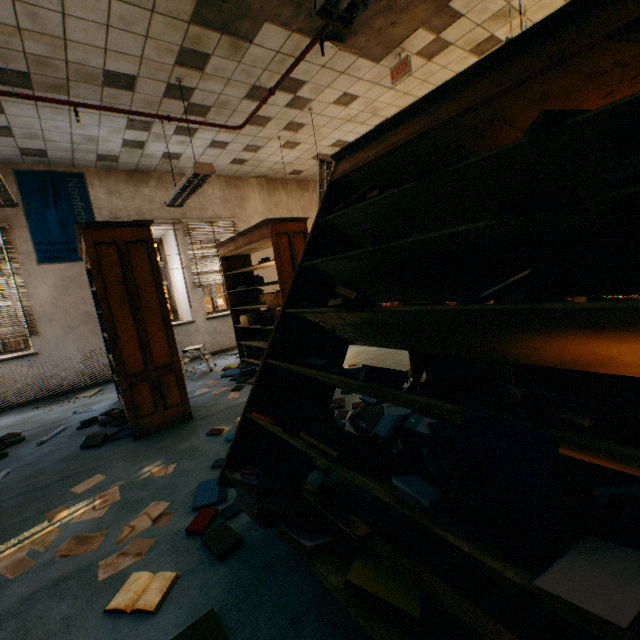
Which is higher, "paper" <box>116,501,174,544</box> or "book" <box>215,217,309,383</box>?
"book" <box>215,217,309,383</box>

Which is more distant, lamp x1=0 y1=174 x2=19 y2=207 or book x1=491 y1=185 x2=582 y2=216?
lamp x1=0 y1=174 x2=19 y2=207

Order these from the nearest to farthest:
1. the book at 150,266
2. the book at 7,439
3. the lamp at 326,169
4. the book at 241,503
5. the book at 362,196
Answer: the book at 241,503 → the book at 362,196 → the book at 150,266 → the book at 7,439 → the lamp at 326,169

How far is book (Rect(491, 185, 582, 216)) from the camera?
0.9m

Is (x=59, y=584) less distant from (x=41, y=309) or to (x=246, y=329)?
(x=246, y=329)

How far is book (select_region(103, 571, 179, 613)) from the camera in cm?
146

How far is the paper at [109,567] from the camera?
1.7m

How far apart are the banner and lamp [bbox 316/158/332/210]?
4.05m
